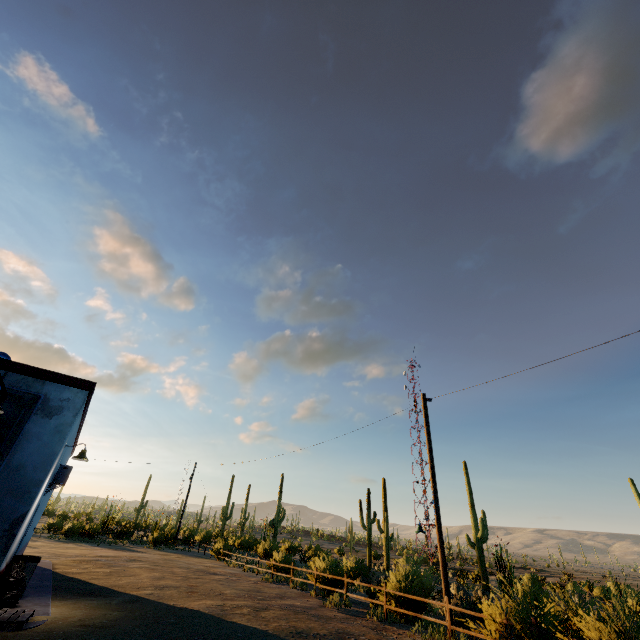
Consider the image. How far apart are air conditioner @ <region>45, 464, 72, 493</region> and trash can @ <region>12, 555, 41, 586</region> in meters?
1.7 m

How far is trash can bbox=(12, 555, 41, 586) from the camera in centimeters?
866cm

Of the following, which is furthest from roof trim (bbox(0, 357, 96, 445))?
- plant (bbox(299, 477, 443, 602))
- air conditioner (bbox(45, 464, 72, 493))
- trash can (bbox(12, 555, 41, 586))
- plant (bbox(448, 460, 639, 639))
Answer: plant (bbox(299, 477, 443, 602))

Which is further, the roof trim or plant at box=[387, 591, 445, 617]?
plant at box=[387, 591, 445, 617]

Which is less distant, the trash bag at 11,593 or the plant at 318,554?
the trash bag at 11,593

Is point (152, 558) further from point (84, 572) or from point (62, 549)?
point (84, 572)

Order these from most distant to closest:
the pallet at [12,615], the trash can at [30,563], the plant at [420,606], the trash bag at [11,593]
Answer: the plant at [420,606] → the trash can at [30,563] → the trash bag at [11,593] → the pallet at [12,615]

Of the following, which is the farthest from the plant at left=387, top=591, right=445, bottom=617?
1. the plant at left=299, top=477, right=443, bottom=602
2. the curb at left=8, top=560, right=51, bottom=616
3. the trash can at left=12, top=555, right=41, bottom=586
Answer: the trash can at left=12, top=555, right=41, bottom=586
